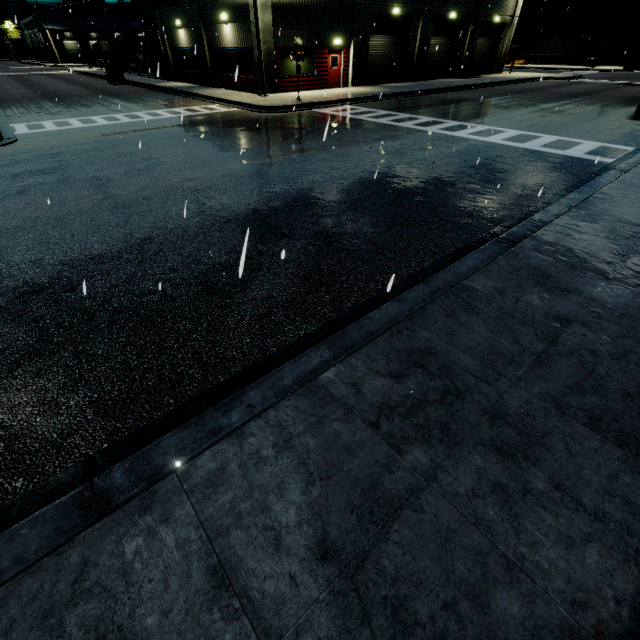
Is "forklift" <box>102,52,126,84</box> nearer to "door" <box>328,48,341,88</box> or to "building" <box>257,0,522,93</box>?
"building" <box>257,0,522,93</box>

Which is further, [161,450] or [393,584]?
[161,450]

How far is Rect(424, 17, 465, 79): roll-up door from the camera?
29.2m

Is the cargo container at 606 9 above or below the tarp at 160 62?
above

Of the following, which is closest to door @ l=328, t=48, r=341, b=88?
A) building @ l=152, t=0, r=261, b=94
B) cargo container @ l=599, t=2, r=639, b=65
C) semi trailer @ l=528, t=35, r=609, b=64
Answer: building @ l=152, t=0, r=261, b=94

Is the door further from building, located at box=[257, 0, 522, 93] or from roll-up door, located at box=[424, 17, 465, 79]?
roll-up door, located at box=[424, 17, 465, 79]

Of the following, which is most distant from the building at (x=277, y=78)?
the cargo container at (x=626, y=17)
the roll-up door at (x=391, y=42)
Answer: the cargo container at (x=626, y=17)

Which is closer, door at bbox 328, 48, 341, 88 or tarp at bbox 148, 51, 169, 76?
door at bbox 328, 48, 341, 88
